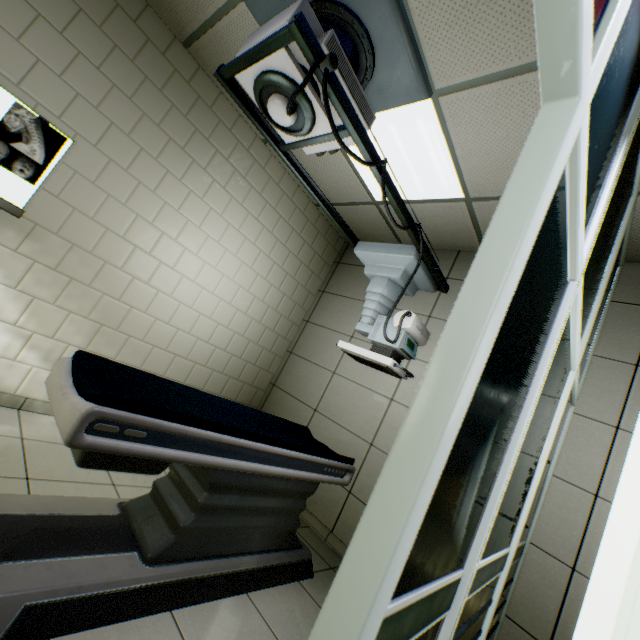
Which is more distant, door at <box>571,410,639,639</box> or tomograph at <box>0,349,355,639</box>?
door at <box>571,410,639,639</box>

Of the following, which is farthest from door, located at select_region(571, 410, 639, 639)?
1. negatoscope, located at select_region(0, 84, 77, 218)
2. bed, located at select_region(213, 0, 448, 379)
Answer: negatoscope, located at select_region(0, 84, 77, 218)

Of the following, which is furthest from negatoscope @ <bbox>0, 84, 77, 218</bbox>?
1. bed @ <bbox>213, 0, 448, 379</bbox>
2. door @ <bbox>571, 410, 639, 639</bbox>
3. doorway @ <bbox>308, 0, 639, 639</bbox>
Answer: door @ <bbox>571, 410, 639, 639</bbox>

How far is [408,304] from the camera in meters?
3.7

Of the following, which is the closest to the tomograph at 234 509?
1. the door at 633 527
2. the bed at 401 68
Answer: the bed at 401 68

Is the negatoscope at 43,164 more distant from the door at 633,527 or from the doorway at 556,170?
the door at 633,527

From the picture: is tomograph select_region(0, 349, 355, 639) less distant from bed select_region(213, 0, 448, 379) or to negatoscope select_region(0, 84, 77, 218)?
bed select_region(213, 0, 448, 379)

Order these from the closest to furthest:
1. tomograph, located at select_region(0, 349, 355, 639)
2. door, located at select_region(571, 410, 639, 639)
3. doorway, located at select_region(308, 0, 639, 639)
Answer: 1. doorway, located at select_region(308, 0, 639, 639)
2. tomograph, located at select_region(0, 349, 355, 639)
3. door, located at select_region(571, 410, 639, 639)
